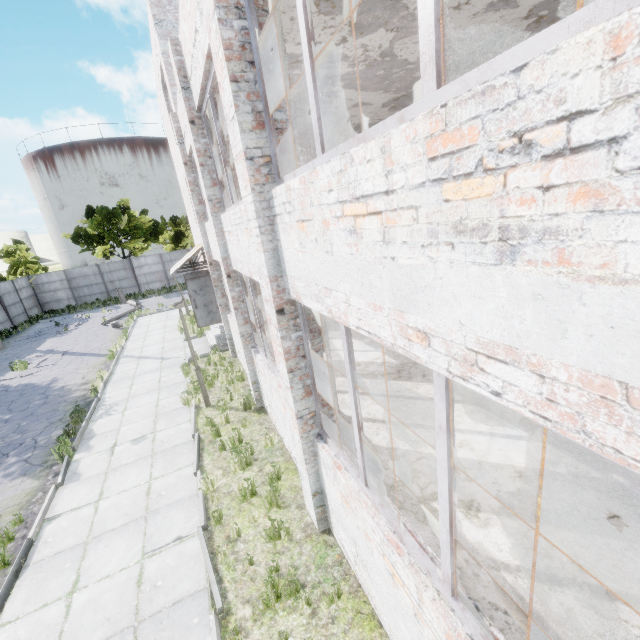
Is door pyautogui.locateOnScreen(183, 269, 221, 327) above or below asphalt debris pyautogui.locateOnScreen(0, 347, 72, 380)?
above

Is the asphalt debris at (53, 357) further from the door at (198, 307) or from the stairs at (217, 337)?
the door at (198, 307)

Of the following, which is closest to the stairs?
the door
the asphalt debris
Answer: the door

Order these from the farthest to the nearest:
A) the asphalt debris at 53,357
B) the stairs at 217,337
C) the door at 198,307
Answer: the asphalt debris at 53,357
the stairs at 217,337
the door at 198,307

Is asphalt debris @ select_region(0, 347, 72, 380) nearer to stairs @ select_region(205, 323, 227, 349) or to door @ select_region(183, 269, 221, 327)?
stairs @ select_region(205, 323, 227, 349)

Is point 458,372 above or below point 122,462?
above

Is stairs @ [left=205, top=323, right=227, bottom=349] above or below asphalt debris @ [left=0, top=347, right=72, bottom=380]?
above
